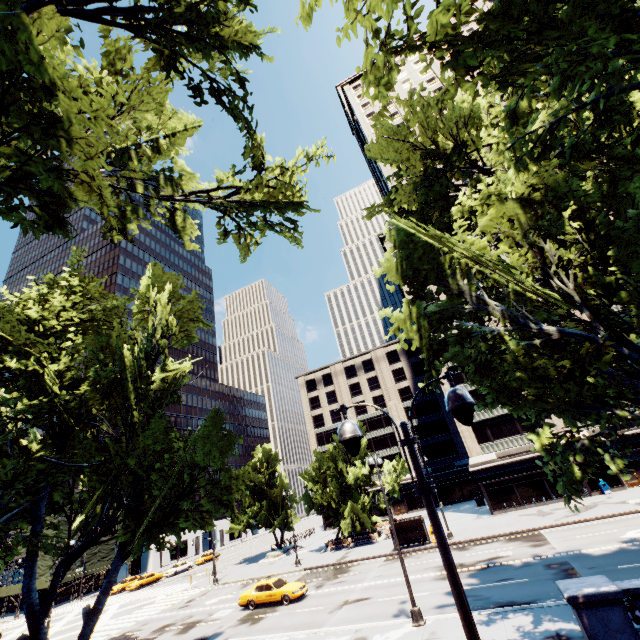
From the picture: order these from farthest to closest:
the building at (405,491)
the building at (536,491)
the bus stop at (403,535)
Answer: the building at (405,491) < the building at (536,491) < the bus stop at (403,535)

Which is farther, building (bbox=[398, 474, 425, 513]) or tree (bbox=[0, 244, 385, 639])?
building (bbox=[398, 474, 425, 513])

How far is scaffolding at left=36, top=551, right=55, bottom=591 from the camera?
47.42m

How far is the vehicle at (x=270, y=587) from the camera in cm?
2297

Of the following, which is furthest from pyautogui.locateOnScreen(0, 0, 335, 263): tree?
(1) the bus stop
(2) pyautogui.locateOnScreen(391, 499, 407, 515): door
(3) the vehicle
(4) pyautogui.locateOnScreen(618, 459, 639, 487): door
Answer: (4) pyautogui.locateOnScreen(618, 459, 639, 487): door

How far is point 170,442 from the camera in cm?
1669

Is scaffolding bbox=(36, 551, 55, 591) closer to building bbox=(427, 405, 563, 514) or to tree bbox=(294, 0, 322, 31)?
tree bbox=(294, 0, 322, 31)

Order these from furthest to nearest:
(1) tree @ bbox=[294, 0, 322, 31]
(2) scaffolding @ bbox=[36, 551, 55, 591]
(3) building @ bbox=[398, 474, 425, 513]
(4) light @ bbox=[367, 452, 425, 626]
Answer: (3) building @ bbox=[398, 474, 425, 513]
(2) scaffolding @ bbox=[36, 551, 55, 591]
(4) light @ bbox=[367, 452, 425, 626]
(1) tree @ bbox=[294, 0, 322, 31]
